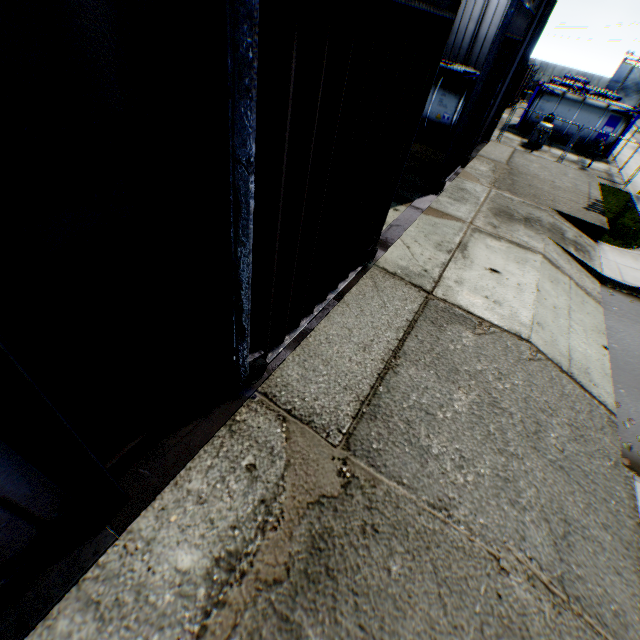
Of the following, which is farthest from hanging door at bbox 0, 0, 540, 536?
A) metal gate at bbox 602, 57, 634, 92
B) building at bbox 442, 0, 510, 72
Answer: metal gate at bbox 602, 57, 634, 92

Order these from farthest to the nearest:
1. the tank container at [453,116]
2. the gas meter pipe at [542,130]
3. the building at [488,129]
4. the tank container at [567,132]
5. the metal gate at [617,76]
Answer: the metal gate at [617,76]
the tank container at [567,132]
the gas meter pipe at [542,130]
the tank container at [453,116]
the building at [488,129]

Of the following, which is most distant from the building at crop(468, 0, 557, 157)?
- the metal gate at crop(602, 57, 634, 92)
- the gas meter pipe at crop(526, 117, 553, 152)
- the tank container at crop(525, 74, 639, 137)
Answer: the metal gate at crop(602, 57, 634, 92)

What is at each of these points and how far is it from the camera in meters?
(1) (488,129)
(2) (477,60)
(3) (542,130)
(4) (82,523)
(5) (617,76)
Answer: (1) building, 17.8
(2) building, 16.6
(3) gas meter pipe, 21.0
(4) building, 3.2
(5) metal gate, 52.2

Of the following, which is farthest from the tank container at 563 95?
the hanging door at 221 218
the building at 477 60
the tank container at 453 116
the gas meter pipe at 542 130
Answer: the hanging door at 221 218

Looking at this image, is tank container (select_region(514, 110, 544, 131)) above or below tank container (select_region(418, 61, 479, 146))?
below

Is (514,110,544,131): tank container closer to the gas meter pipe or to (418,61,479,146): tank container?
the gas meter pipe

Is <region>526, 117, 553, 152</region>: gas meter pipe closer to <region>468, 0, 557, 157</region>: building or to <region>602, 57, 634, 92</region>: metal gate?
<region>468, 0, 557, 157</region>: building
